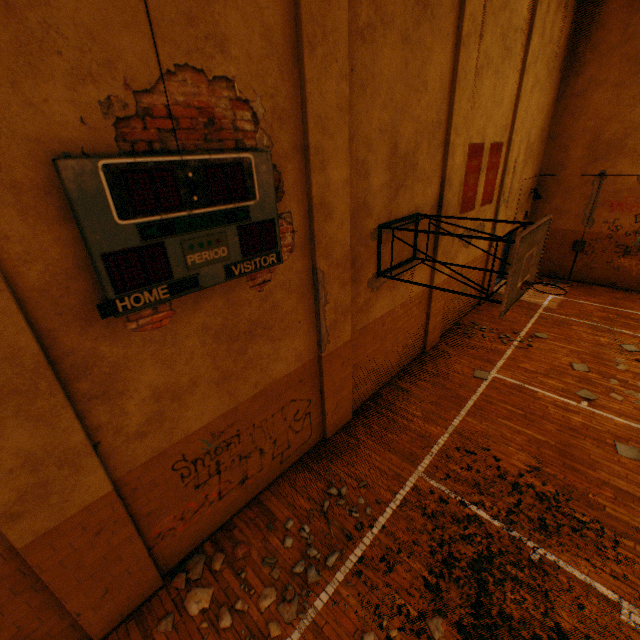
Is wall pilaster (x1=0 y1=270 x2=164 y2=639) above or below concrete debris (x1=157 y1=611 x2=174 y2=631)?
above

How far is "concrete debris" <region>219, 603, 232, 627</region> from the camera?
3.86m

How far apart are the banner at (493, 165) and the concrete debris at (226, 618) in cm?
1008

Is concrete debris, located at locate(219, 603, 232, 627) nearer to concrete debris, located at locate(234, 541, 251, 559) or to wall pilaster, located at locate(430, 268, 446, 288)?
concrete debris, located at locate(234, 541, 251, 559)

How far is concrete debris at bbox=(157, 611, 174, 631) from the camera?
3.9m

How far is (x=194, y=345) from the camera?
3.7m

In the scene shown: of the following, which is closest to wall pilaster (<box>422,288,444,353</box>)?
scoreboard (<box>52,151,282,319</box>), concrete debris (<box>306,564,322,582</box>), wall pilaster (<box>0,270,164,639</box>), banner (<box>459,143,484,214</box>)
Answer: banner (<box>459,143,484,214</box>)

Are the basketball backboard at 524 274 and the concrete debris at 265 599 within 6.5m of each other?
yes
